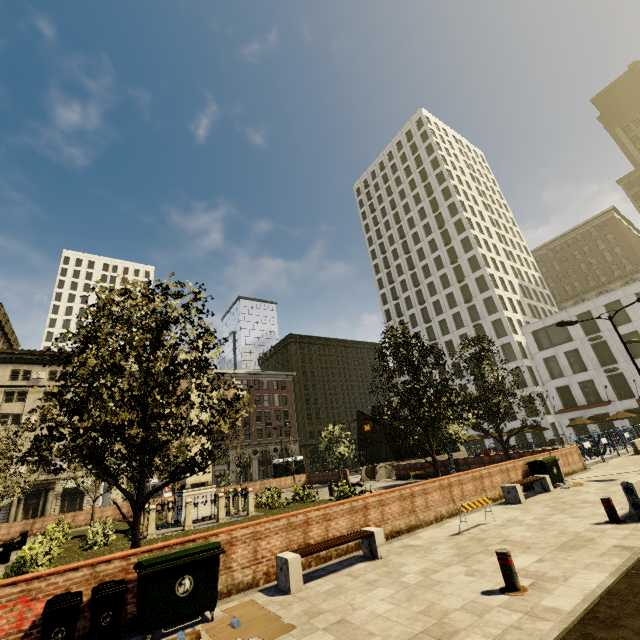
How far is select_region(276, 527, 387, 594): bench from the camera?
6.55m

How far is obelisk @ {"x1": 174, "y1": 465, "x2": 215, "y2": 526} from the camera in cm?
1819

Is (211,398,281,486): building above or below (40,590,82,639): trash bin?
above

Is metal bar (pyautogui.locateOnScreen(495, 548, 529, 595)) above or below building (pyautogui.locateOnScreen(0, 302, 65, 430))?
below

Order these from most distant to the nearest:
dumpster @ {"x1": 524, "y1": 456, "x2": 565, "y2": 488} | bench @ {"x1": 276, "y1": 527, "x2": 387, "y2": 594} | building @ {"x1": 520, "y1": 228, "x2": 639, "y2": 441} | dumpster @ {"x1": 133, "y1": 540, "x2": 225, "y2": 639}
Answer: building @ {"x1": 520, "y1": 228, "x2": 639, "y2": 441} → dumpster @ {"x1": 524, "y1": 456, "x2": 565, "y2": 488} → bench @ {"x1": 276, "y1": 527, "x2": 387, "y2": 594} → dumpster @ {"x1": 133, "y1": 540, "x2": 225, "y2": 639}

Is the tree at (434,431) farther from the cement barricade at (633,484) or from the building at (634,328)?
the building at (634,328)

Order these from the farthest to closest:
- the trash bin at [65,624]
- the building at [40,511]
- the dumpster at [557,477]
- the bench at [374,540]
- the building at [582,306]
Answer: the building at [40,511] → the building at [582,306] → the dumpster at [557,477] → the bench at [374,540] → the trash bin at [65,624]

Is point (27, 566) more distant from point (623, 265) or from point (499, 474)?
point (623, 265)
